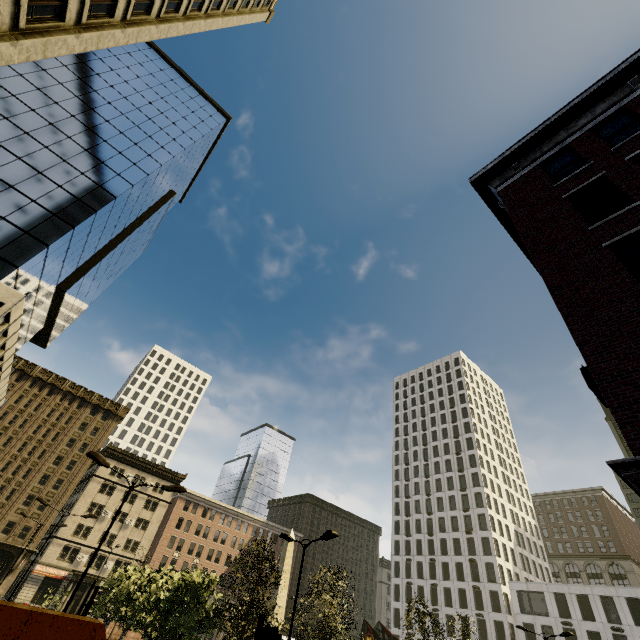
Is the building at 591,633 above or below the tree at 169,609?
above

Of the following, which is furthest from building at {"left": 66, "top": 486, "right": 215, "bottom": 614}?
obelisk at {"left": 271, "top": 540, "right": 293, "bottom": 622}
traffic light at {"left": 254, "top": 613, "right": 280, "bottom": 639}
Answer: obelisk at {"left": 271, "top": 540, "right": 293, "bottom": 622}

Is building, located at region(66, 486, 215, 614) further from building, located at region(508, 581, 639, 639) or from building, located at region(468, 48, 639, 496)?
building, located at region(508, 581, 639, 639)

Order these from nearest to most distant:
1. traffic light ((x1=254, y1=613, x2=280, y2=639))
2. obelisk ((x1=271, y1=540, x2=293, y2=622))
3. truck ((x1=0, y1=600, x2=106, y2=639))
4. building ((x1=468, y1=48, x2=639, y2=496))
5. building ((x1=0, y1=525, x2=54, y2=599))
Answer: truck ((x1=0, y1=600, x2=106, y2=639)), traffic light ((x1=254, y1=613, x2=280, y2=639)), building ((x1=468, y1=48, x2=639, y2=496)), obelisk ((x1=271, y1=540, x2=293, y2=622)), building ((x1=0, y1=525, x2=54, y2=599))

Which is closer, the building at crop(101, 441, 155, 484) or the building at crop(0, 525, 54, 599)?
the building at crop(0, 525, 54, 599)

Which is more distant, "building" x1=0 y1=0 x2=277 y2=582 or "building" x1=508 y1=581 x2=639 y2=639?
"building" x1=508 y1=581 x2=639 y2=639

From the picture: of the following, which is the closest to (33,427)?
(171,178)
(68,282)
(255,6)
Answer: (68,282)

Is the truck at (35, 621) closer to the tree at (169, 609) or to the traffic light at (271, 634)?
the traffic light at (271, 634)
